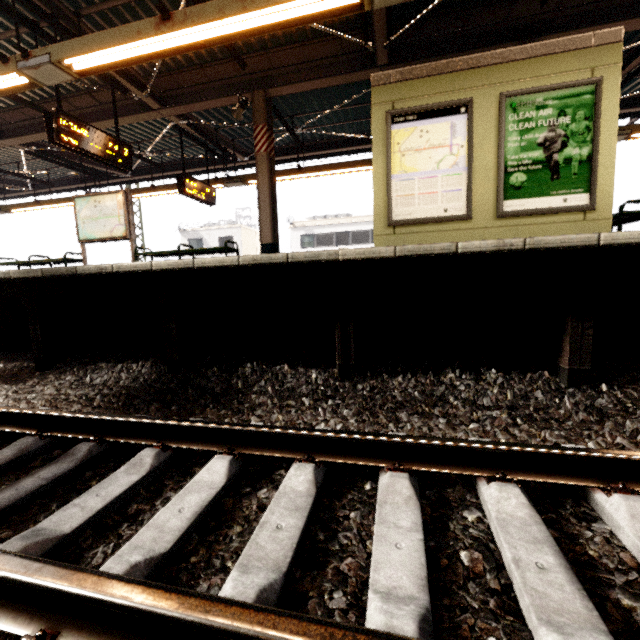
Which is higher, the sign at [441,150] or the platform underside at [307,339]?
the sign at [441,150]

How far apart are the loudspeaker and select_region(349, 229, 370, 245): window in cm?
1986

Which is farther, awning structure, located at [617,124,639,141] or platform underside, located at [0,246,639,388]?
awning structure, located at [617,124,639,141]

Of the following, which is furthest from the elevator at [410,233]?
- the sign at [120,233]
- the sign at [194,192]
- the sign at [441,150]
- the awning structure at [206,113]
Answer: the sign at [120,233]

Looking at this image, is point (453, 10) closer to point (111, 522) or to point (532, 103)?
point (532, 103)

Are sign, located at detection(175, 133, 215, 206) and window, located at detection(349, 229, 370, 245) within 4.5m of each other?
no

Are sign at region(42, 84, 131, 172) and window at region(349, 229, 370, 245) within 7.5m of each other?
no

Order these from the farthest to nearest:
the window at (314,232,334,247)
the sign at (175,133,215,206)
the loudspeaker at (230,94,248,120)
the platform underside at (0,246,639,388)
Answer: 1. the window at (314,232,334,247)
2. the sign at (175,133,215,206)
3. the loudspeaker at (230,94,248,120)
4. the platform underside at (0,246,639,388)
